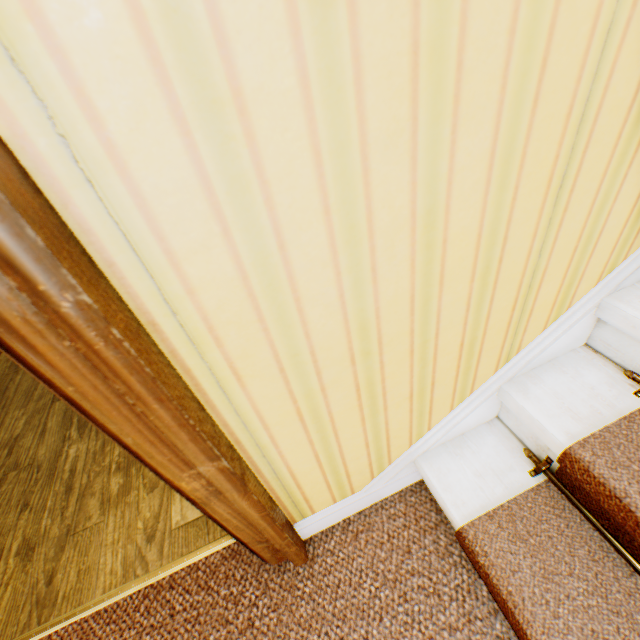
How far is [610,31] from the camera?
0.5 meters
